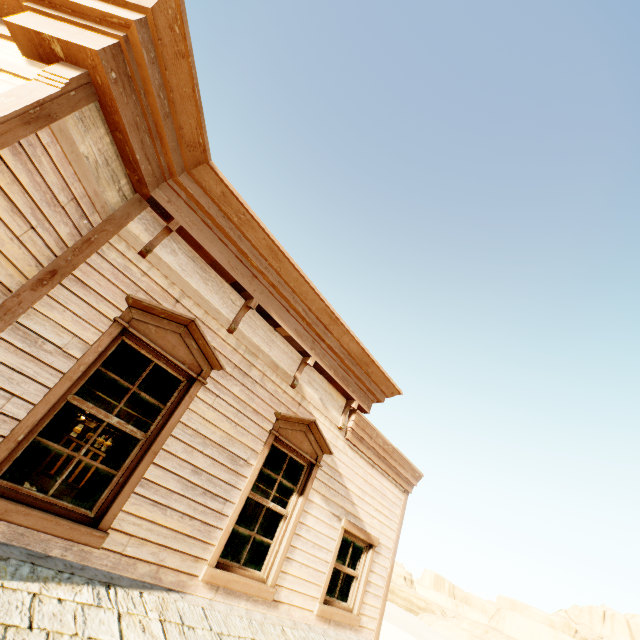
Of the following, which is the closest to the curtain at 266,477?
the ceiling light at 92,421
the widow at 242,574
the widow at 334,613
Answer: the widow at 242,574

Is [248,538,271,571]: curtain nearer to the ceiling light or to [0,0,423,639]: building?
[0,0,423,639]: building

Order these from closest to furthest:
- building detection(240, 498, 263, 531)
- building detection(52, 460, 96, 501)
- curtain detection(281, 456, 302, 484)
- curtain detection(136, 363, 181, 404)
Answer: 1. curtain detection(136, 363, 181, 404)
2. curtain detection(281, 456, 302, 484)
3. building detection(52, 460, 96, 501)
4. building detection(240, 498, 263, 531)

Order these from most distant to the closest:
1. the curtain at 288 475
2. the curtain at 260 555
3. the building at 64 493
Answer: the building at 64 493 → the curtain at 288 475 → the curtain at 260 555

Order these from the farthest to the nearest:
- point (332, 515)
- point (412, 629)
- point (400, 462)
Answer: point (412, 629), point (400, 462), point (332, 515)

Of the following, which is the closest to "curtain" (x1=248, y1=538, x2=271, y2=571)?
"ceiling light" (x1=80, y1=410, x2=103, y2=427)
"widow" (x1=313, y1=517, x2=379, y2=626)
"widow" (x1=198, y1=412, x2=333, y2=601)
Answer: "widow" (x1=198, y1=412, x2=333, y2=601)

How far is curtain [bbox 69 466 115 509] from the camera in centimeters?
319cm
